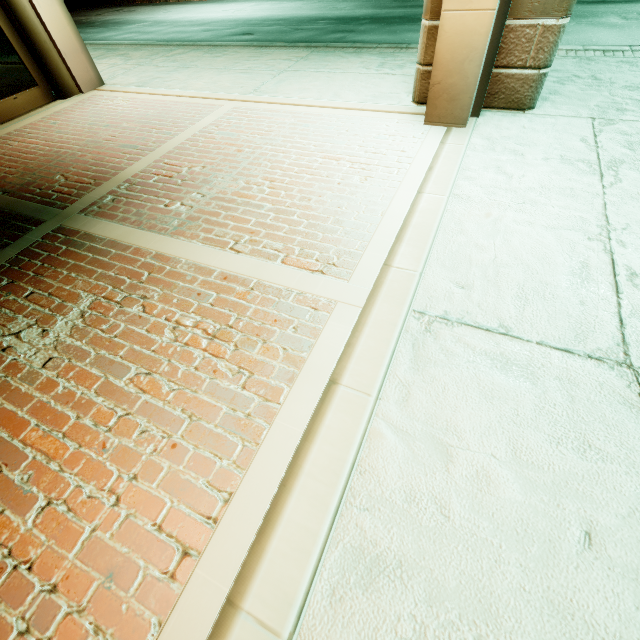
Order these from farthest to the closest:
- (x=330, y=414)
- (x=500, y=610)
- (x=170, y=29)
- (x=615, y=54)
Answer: (x=170, y=29)
(x=615, y=54)
(x=330, y=414)
(x=500, y=610)
